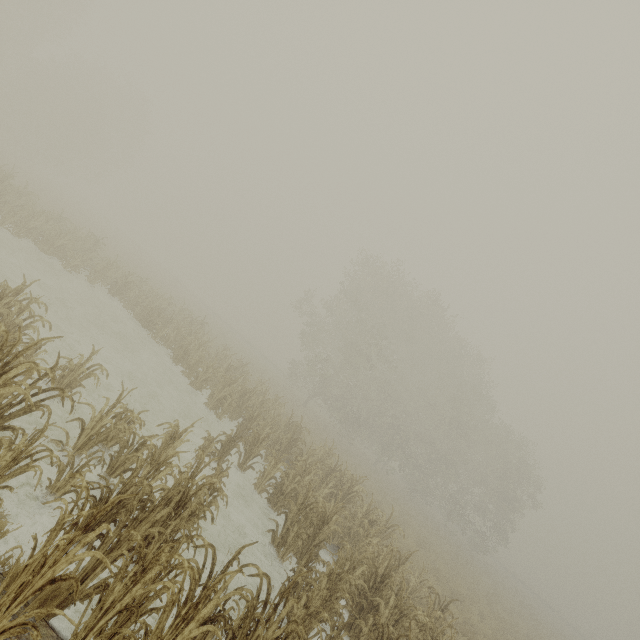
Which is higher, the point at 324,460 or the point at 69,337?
the point at 324,460
